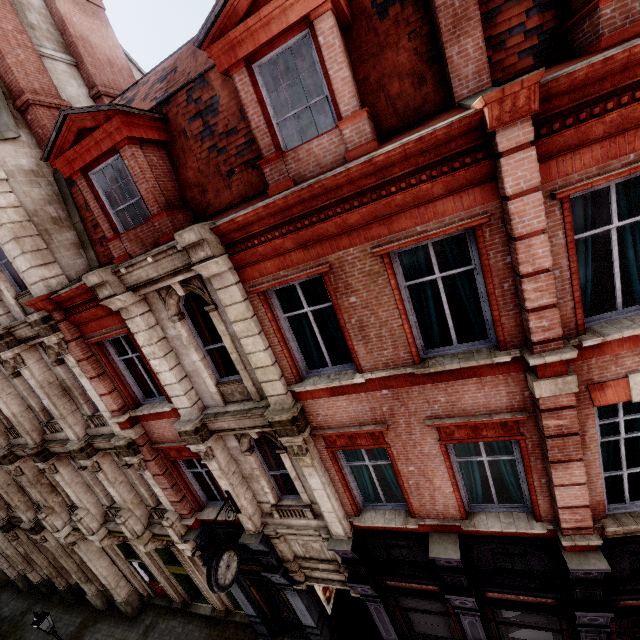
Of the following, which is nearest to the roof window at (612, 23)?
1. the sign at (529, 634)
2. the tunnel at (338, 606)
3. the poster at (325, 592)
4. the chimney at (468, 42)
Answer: the chimney at (468, 42)

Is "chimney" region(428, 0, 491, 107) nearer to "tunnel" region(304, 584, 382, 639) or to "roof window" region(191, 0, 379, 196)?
"roof window" region(191, 0, 379, 196)

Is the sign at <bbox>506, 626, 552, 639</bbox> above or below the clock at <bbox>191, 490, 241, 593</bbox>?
below

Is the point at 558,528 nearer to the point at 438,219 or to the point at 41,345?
the point at 438,219

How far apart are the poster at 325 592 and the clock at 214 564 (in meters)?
3.96

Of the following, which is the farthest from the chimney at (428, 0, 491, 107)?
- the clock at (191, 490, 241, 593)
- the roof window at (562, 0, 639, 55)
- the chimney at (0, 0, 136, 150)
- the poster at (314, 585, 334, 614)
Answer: the poster at (314, 585, 334, 614)

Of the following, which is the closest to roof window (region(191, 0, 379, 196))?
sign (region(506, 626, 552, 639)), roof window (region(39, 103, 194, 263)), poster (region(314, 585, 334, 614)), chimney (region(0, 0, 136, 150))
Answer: roof window (region(39, 103, 194, 263))

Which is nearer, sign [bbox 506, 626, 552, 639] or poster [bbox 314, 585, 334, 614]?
sign [bbox 506, 626, 552, 639]
